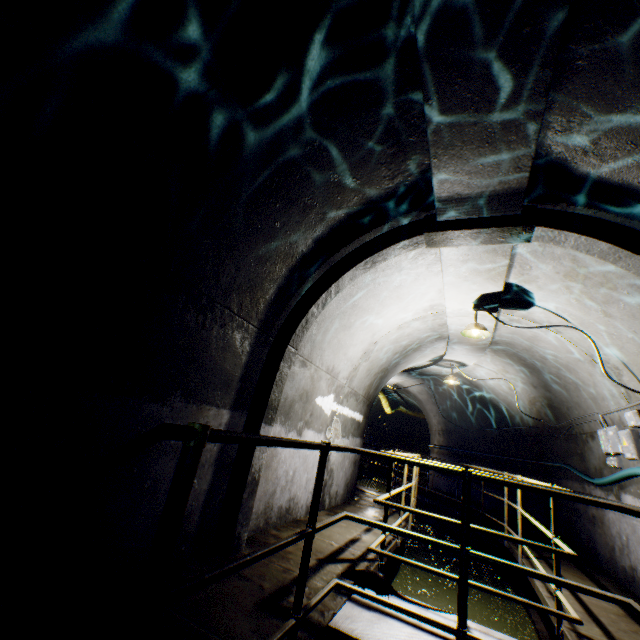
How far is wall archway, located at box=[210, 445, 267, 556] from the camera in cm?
320

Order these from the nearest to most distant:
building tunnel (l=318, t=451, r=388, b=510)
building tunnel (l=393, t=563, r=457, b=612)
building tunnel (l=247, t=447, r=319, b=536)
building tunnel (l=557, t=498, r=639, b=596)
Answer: building tunnel (l=247, t=447, r=319, b=536) → building tunnel (l=557, t=498, r=639, b=596) → building tunnel (l=393, t=563, r=457, b=612) → building tunnel (l=318, t=451, r=388, b=510)

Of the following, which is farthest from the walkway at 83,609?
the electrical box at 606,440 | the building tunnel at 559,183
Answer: the electrical box at 606,440

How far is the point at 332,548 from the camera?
3.9m

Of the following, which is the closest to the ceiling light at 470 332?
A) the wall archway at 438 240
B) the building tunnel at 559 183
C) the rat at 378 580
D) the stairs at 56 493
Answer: the building tunnel at 559 183

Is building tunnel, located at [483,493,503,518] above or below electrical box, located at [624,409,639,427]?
below

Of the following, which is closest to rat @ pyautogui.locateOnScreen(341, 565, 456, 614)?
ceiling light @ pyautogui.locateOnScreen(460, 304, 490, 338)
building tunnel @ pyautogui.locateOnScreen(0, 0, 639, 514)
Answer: building tunnel @ pyautogui.locateOnScreen(0, 0, 639, 514)

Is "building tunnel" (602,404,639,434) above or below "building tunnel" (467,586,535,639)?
above
